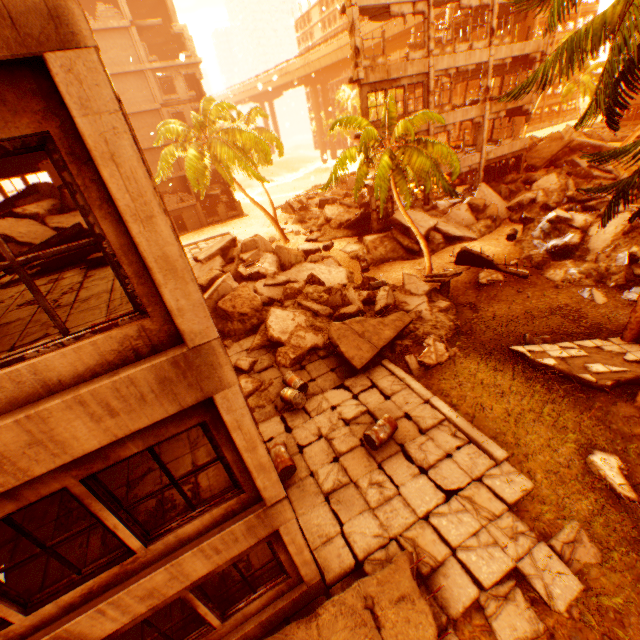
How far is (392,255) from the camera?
20.9m

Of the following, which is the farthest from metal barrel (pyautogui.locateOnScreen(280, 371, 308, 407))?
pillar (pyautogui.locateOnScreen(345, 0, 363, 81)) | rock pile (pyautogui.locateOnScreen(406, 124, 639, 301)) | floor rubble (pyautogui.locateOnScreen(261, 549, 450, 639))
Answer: pillar (pyautogui.locateOnScreen(345, 0, 363, 81))

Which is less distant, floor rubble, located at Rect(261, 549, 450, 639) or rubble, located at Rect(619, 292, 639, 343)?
floor rubble, located at Rect(261, 549, 450, 639)

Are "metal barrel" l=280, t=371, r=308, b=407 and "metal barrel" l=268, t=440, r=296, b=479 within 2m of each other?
yes

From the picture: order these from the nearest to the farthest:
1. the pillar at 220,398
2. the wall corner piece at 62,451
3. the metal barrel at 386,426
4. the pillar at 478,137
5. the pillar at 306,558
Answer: the wall corner piece at 62,451, the pillar at 220,398, the pillar at 306,558, the metal barrel at 386,426, the pillar at 478,137

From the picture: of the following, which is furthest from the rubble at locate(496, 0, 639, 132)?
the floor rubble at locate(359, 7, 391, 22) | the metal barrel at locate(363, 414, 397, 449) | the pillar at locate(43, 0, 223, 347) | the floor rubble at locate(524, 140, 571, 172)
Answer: the metal barrel at locate(363, 414, 397, 449)

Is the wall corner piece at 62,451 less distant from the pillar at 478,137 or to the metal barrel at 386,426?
the metal barrel at 386,426

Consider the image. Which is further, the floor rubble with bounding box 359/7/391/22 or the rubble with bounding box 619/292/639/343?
the floor rubble with bounding box 359/7/391/22
